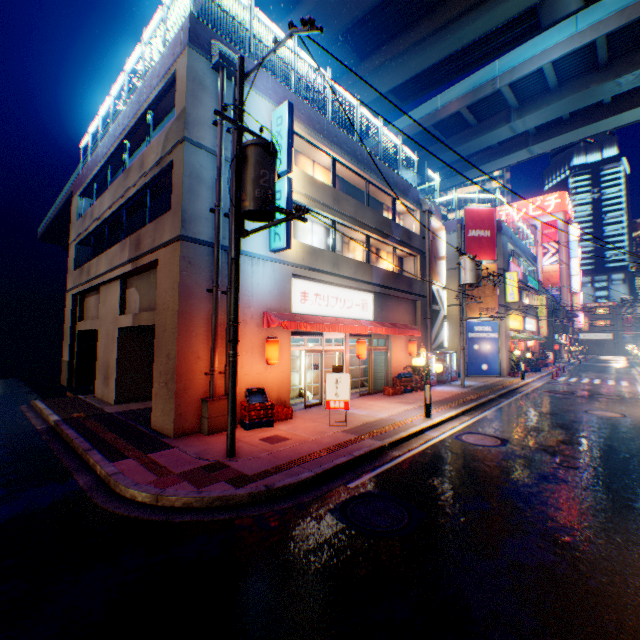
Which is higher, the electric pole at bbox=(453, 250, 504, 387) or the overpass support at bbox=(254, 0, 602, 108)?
the overpass support at bbox=(254, 0, 602, 108)

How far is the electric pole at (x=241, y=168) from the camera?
6.9 meters

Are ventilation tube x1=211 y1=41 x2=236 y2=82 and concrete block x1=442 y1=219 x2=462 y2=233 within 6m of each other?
no

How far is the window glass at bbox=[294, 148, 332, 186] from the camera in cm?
1448

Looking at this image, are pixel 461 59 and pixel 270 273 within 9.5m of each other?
no

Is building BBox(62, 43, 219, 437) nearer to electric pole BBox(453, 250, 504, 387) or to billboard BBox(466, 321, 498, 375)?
electric pole BBox(453, 250, 504, 387)

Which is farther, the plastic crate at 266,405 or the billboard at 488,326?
the billboard at 488,326

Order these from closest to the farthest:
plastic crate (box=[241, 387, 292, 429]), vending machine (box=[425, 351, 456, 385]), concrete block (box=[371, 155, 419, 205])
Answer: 1. plastic crate (box=[241, 387, 292, 429])
2. concrete block (box=[371, 155, 419, 205])
3. vending machine (box=[425, 351, 456, 385])
